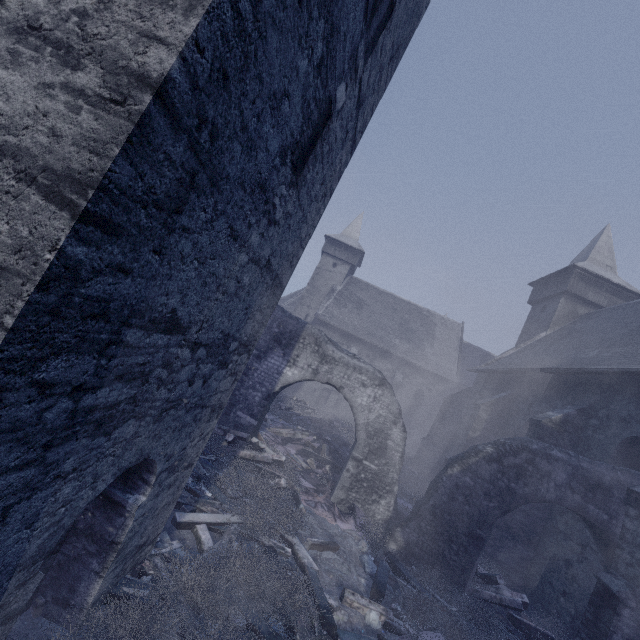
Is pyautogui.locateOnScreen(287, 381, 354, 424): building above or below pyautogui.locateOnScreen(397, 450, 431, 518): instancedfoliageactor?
above

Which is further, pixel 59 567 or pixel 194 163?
pixel 59 567

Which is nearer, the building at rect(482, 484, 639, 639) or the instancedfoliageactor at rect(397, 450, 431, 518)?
the building at rect(482, 484, 639, 639)

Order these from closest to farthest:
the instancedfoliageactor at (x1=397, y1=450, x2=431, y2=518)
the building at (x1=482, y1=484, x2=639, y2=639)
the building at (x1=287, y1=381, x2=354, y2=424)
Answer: the building at (x1=482, y1=484, x2=639, y2=639) < the instancedfoliageactor at (x1=397, y1=450, x2=431, y2=518) < the building at (x1=287, y1=381, x2=354, y2=424)

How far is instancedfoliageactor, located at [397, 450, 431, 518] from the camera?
11.5m

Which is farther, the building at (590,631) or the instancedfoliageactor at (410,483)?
the instancedfoliageactor at (410,483)

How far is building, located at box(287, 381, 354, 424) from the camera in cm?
2608
